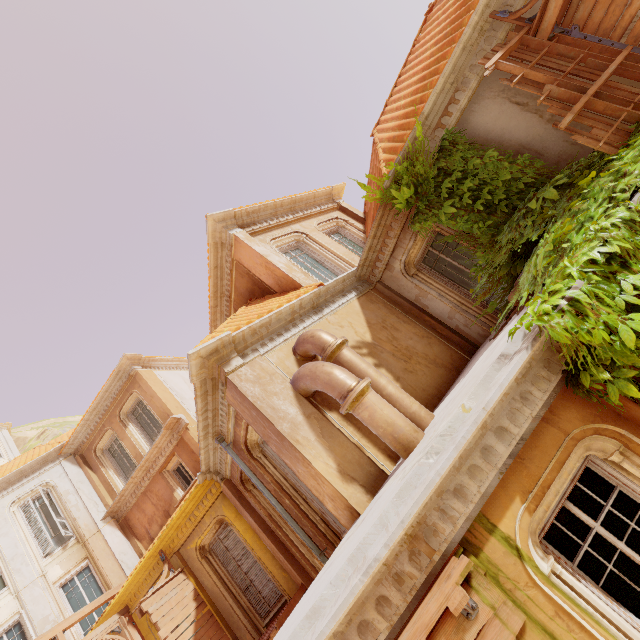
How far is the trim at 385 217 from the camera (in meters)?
7.94

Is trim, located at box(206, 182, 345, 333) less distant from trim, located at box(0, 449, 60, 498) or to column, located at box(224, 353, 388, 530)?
trim, located at box(0, 449, 60, 498)

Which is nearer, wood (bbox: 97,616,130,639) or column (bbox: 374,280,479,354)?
column (bbox: 374,280,479,354)

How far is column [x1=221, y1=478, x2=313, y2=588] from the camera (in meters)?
8.52

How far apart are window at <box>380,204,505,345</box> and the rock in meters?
67.7

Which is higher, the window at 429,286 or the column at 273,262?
the column at 273,262

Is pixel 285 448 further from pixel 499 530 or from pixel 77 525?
pixel 77 525

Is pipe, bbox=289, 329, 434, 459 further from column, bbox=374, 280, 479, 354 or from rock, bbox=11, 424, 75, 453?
rock, bbox=11, 424, 75, 453
